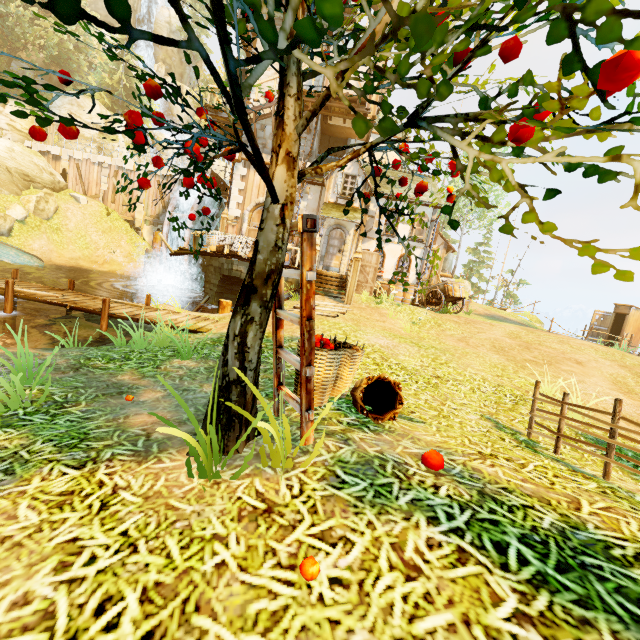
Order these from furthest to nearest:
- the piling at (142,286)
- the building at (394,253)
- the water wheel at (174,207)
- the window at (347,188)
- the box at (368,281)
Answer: the piling at (142,286)
the building at (394,253)
the water wheel at (174,207)
the window at (347,188)
the box at (368,281)

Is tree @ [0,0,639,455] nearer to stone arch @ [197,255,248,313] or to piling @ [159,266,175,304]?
stone arch @ [197,255,248,313]

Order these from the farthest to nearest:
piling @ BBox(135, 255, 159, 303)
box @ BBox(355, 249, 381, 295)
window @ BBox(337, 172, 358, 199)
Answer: piling @ BBox(135, 255, 159, 303)
window @ BBox(337, 172, 358, 199)
box @ BBox(355, 249, 381, 295)

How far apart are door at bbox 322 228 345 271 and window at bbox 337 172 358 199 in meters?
1.5

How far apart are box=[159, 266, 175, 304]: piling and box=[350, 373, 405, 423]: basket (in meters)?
20.66

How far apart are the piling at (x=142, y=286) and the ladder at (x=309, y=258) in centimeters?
1862cm

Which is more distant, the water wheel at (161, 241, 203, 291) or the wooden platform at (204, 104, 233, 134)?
the water wheel at (161, 241, 203, 291)

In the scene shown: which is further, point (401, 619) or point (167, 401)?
point (167, 401)
